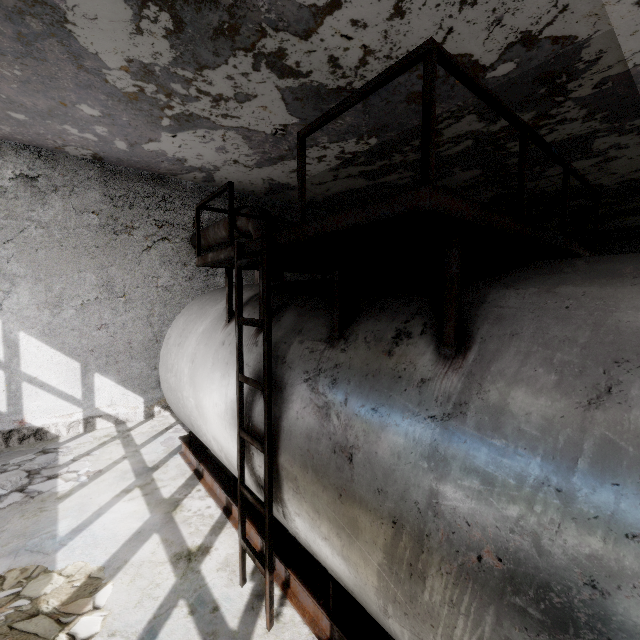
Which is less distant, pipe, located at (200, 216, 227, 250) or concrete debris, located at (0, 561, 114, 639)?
→ concrete debris, located at (0, 561, 114, 639)

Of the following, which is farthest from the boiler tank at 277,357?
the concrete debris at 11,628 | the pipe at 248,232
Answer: the pipe at 248,232

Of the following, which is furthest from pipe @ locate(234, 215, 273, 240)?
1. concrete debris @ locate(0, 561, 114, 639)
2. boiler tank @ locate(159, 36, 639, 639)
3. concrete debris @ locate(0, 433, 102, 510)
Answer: concrete debris @ locate(0, 561, 114, 639)

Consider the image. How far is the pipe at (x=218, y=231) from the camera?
7.67m

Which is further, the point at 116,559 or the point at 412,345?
the point at 116,559

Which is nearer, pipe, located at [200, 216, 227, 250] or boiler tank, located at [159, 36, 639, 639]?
boiler tank, located at [159, 36, 639, 639]

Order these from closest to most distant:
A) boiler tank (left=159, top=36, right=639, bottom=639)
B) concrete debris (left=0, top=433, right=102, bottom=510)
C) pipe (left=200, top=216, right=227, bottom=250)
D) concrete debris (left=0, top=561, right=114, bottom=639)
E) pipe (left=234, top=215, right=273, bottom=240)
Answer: boiler tank (left=159, top=36, right=639, bottom=639), concrete debris (left=0, top=561, right=114, bottom=639), concrete debris (left=0, top=433, right=102, bottom=510), pipe (left=234, top=215, right=273, bottom=240), pipe (left=200, top=216, right=227, bottom=250)

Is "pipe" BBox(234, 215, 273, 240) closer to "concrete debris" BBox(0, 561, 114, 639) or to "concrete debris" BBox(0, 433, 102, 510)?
"concrete debris" BBox(0, 433, 102, 510)
